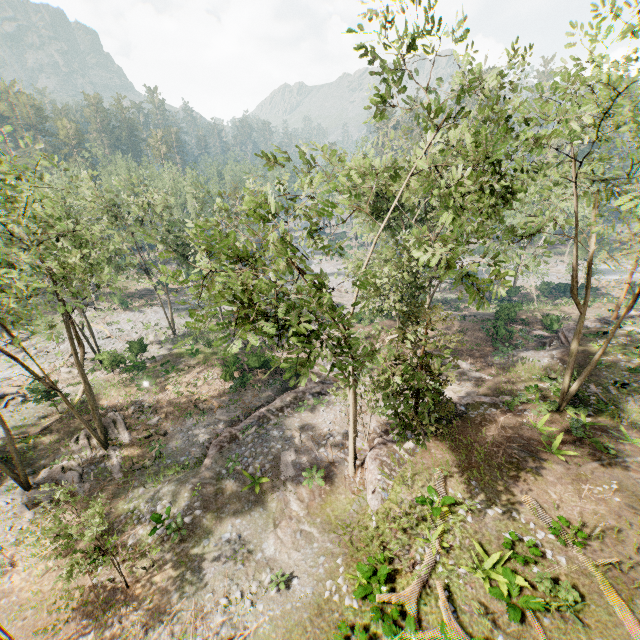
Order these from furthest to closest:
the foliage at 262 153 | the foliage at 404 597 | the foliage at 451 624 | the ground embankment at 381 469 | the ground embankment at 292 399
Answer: the ground embankment at 292 399 < the ground embankment at 381 469 < the foliage at 262 153 < the foliage at 404 597 < the foliage at 451 624

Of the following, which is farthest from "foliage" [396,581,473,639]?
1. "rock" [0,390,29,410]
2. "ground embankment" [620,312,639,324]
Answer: "ground embankment" [620,312,639,324]

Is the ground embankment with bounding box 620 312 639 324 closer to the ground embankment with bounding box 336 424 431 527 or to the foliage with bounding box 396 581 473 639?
the foliage with bounding box 396 581 473 639

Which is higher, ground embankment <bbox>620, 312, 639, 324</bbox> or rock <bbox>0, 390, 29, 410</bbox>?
ground embankment <bbox>620, 312, 639, 324</bbox>

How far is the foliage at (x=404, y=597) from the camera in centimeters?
1127cm

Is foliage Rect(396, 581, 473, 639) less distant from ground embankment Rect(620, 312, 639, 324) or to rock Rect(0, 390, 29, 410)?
rock Rect(0, 390, 29, 410)

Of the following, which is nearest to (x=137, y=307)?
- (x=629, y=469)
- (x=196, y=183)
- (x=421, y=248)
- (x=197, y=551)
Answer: (x=196, y=183)

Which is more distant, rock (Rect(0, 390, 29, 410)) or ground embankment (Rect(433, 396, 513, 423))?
rock (Rect(0, 390, 29, 410))
